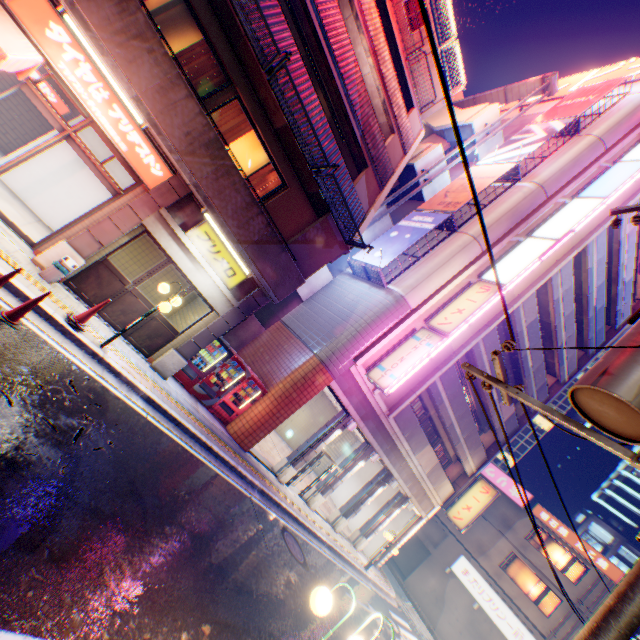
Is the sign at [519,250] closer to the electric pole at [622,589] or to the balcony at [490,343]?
the balcony at [490,343]

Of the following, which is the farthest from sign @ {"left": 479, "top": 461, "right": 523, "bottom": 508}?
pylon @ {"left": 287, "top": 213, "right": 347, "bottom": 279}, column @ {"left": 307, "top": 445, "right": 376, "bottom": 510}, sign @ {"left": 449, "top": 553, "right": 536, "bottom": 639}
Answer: pylon @ {"left": 287, "top": 213, "right": 347, "bottom": 279}

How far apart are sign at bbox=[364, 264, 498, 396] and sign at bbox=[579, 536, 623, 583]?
23.0 meters

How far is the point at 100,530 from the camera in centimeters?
456cm

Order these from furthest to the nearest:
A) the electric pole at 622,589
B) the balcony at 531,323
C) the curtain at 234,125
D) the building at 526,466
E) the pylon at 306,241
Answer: the building at 526,466 < the balcony at 531,323 < the pylon at 306,241 < the curtain at 234,125 < the electric pole at 622,589

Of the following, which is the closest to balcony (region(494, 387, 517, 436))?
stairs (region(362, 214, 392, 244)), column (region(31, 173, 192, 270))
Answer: stairs (region(362, 214, 392, 244))

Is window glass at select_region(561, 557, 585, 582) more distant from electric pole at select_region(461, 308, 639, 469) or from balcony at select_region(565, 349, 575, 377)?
electric pole at select_region(461, 308, 639, 469)

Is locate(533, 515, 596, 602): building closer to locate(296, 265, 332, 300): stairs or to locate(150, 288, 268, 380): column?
locate(296, 265, 332, 300): stairs
